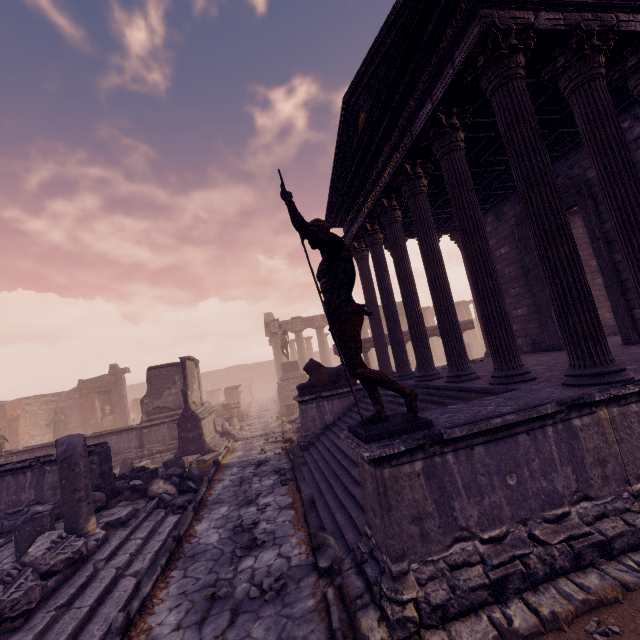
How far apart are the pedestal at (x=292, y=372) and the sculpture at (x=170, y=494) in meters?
13.7

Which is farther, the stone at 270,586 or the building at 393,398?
the building at 393,398

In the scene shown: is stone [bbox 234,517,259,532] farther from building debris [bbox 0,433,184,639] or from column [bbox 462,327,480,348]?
column [bbox 462,327,480,348]

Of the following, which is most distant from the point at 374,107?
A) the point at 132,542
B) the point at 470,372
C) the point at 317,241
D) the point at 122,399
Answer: the point at 122,399

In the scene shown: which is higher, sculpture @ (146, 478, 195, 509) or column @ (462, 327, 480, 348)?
column @ (462, 327, 480, 348)

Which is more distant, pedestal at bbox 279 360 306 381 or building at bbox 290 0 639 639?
pedestal at bbox 279 360 306 381

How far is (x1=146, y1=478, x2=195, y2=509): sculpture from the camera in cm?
735

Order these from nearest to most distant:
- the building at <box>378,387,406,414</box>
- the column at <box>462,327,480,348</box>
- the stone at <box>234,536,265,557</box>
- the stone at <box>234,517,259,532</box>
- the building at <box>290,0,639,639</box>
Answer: the building at <box>290,0,639,639</box> → the stone at <box>234,536,265,557</box> → the stone at <box>234,517,259,532</box> → the building at <box>378,387,406,414</box> → the column at <box>462,327,480,348</box>
